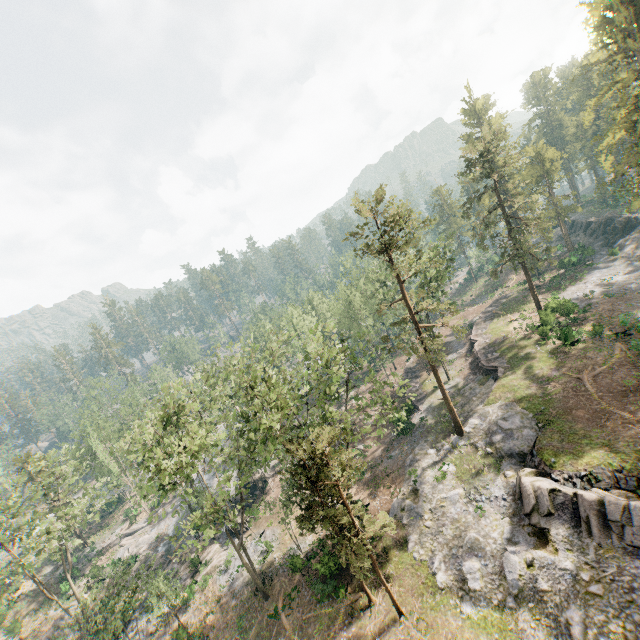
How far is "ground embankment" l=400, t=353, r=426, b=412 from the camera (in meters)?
41.70

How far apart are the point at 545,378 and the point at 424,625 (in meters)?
22.52

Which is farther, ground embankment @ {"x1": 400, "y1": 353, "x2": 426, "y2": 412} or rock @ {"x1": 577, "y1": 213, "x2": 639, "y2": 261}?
rock @ {"x1": 577, "y1": 213, "x2": 639, "y2": 261}

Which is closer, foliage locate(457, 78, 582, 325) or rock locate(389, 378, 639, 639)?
rock locate(389, 378, 639, 639)

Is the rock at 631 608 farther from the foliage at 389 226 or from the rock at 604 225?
the rock at 604 225

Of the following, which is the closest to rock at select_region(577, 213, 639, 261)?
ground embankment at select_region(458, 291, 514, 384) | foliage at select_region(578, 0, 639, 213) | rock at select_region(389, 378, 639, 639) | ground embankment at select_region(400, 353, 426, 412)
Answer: foliage at select_region(578, 0, 639, 213)

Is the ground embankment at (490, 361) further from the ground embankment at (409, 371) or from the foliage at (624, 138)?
the ground embankment at (409, 371)

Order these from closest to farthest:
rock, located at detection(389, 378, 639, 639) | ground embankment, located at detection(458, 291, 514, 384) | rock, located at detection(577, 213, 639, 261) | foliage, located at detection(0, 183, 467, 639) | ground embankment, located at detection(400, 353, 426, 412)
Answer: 1. rock, located at detection(389, 378, 639, 639)
2. foliage, located at detection(0, 183, 467, 639)
3. ground embankment, located at detection(458, 291, 514, 384)
4. ground embankment, located at detection(400, 353, 426, 412)
5. rock, located at detection(577, 213, 639, 261)
